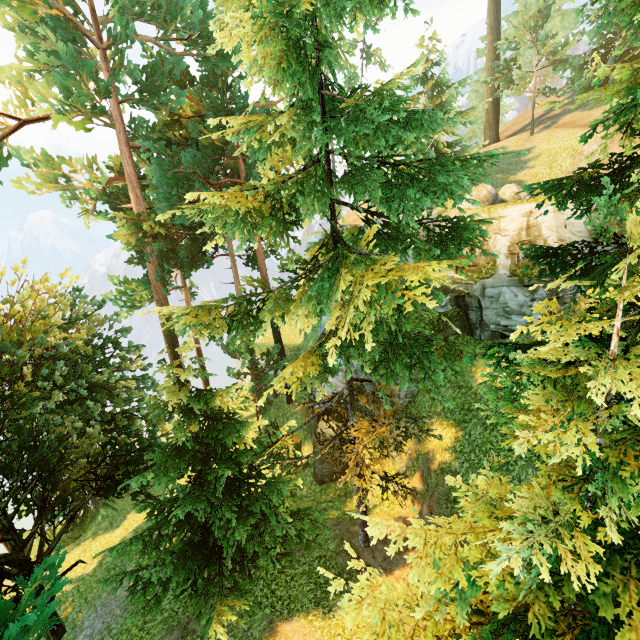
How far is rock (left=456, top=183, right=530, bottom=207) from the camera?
16.8 meters

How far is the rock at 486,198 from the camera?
16.8m

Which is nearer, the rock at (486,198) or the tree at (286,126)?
the tree at (286,126)

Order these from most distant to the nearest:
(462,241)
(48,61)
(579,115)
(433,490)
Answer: (579,115), (48,61), (433,490), (462,241)

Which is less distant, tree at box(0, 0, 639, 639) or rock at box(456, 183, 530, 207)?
tree at box(0, 0, 639, 639)
